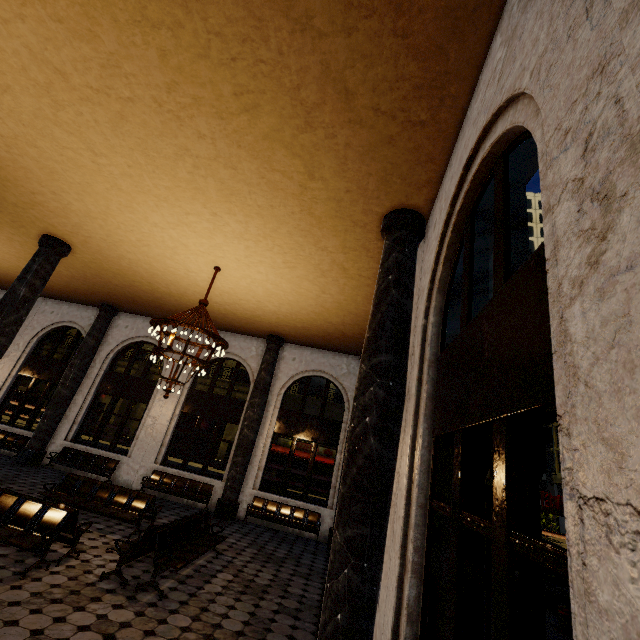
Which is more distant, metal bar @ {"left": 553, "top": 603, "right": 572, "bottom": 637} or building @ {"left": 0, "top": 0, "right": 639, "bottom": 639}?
metal bar @ {"left": 553, "top": 603, "right": 572, "bottom": 637}

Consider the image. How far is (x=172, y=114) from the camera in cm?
485

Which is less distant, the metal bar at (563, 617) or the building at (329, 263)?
the building at (329, 263)
